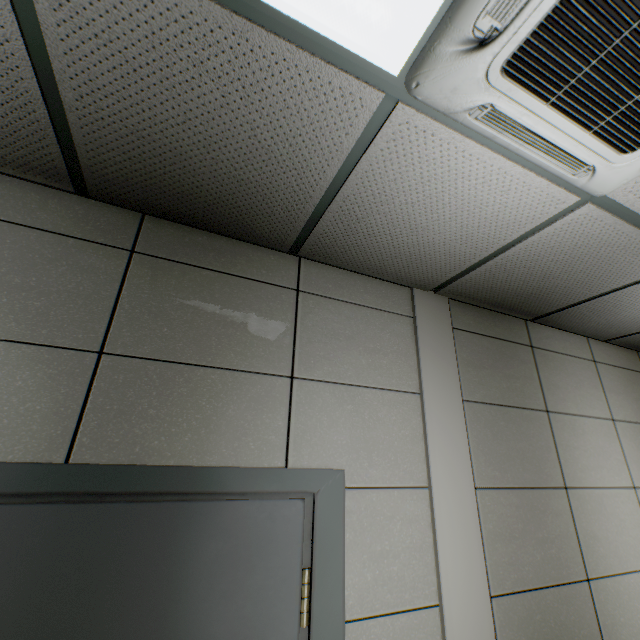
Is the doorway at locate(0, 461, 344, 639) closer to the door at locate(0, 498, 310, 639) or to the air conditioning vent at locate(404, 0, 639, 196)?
the door at locate(0, 498, 310, 639)

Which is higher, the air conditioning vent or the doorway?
the air conditioning vent

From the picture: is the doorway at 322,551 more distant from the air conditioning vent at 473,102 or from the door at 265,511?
the air conditioning vent at 473,102

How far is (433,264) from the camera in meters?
1.9 m

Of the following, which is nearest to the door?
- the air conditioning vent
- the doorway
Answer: the doorway
